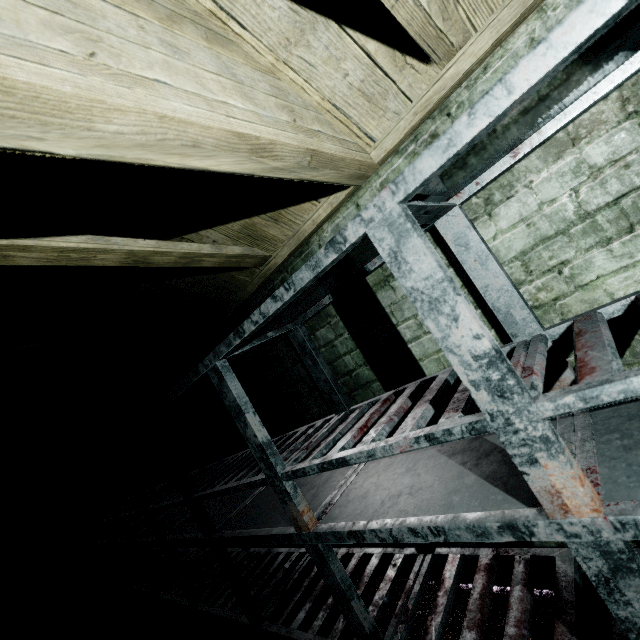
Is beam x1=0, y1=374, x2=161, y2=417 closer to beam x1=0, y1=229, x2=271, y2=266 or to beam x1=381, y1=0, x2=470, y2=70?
beam x1=0, y1=229, x2=271, y2=266

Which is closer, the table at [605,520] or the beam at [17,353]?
the table at [605,520]

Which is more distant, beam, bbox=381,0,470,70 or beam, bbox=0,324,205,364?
beam, bbox=0,324,205,364

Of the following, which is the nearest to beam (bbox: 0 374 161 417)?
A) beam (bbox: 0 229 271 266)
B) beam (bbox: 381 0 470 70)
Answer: beam (bbox: 0 229 271 266)

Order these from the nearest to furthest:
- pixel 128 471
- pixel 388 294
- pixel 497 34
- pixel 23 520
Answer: pixel 497 34 → pixel 388 294 → pixel 128 471 → pixel 23 520

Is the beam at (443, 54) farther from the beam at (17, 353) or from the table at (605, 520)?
the beam at (17, 353)

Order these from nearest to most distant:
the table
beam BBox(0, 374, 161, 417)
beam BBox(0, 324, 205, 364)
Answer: the table, beam BBox(0, 324, 205, 364), beam BBox(0, 374, 161, 417)
